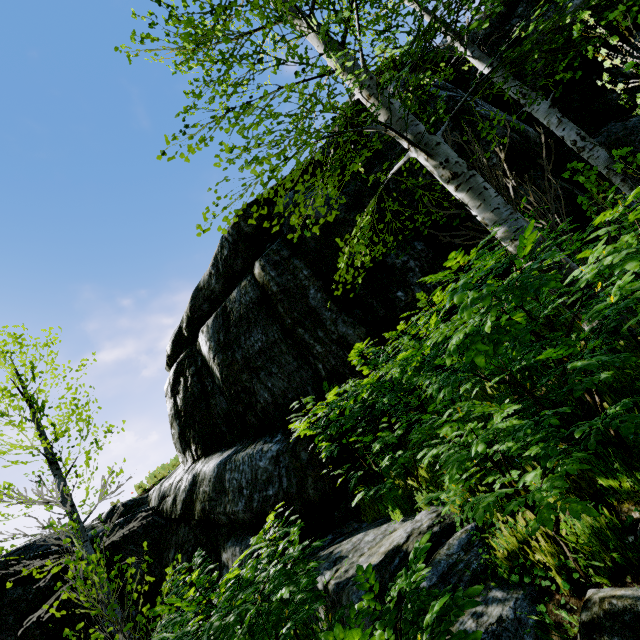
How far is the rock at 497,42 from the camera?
6.66m

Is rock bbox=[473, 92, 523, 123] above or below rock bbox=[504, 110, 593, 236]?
above

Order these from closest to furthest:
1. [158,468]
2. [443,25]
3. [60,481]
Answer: [443,25]
[60,481]
[158,468]

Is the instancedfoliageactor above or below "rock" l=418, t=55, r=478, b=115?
below

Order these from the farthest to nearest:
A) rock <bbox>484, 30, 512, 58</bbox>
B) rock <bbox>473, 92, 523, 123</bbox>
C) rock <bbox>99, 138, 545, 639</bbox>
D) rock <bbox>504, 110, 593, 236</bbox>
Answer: rock <bbox>484, 30, 512, 58</bbox>, rock <bbox>473, 92, 523, 123</bbox>, rock <bbox>504, 110, 593, 236</bbox>, rock <bbox>99, 138, 545, 639</bbox>

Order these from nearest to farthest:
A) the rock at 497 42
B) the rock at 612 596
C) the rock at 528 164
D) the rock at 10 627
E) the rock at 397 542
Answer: the rock at 612 596
the rock at 397 542
the rock at 528 164
the rock at 497 42
the rock at 10 627

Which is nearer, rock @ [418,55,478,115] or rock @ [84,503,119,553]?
rock @ [418,55,478,115]
